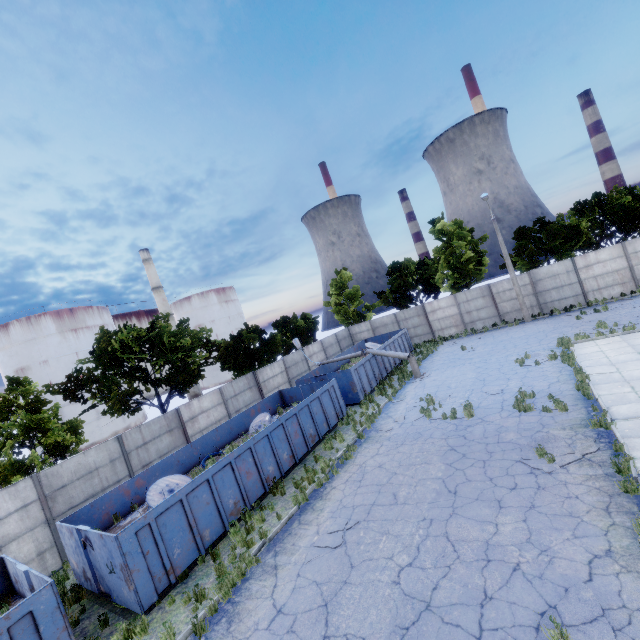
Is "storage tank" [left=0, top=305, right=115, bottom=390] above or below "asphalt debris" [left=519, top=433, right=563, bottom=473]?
above

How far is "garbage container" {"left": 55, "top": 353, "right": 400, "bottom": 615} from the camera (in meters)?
8.52

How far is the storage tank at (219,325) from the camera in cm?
5841

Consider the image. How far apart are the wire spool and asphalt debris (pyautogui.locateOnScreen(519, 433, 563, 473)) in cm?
1078

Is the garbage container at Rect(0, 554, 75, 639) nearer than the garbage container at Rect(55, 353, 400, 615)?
Yes

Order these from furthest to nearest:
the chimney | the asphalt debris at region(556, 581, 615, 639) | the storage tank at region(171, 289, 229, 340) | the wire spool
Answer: the storage tank at region(171, 289, 229, 340) < the chimney < the wire spool < the asphalt debris at region(556, 581, 615, 639)

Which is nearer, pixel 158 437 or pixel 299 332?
pixel 158 437

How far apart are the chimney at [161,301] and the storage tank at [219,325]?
5.8 meters
